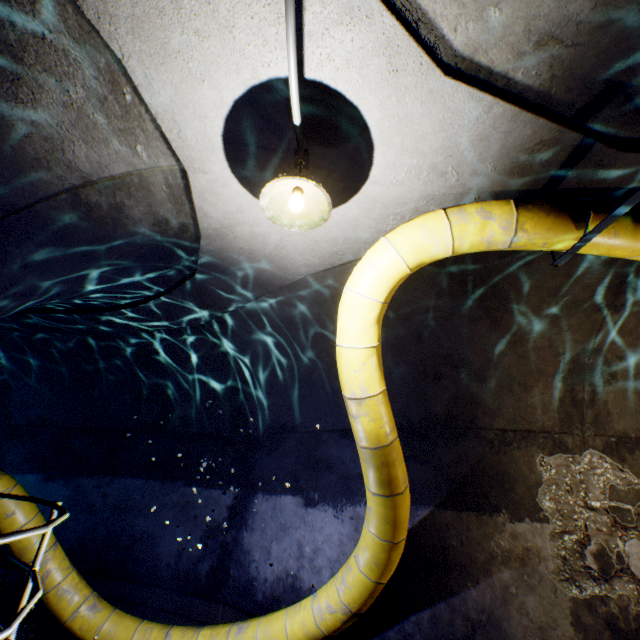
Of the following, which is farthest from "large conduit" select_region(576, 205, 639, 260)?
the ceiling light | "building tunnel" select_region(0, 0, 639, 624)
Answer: the ceiling light

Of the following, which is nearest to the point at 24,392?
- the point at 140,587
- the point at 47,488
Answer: the point at 47,488

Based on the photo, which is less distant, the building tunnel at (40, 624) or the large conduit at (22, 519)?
the large conduit at (22, 519)

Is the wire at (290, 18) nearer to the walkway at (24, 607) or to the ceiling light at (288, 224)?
the ceiling light at (288, 224)

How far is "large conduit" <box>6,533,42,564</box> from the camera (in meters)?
4.12

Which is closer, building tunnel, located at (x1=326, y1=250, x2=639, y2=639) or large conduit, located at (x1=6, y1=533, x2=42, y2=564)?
building tunnel, located at (x1=326, y1=250, x2=639, y2=639)

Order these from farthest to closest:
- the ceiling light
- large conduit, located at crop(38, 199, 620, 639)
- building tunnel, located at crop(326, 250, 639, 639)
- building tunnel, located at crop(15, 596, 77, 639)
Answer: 1. building tunnel, located at crop(15, 596, 77, 639)
2. building tunnel, located at crop(326, 250, 639, 639)
3. large conduit, located at crop(38, 199, 620, 639)
4. the ceiling light
